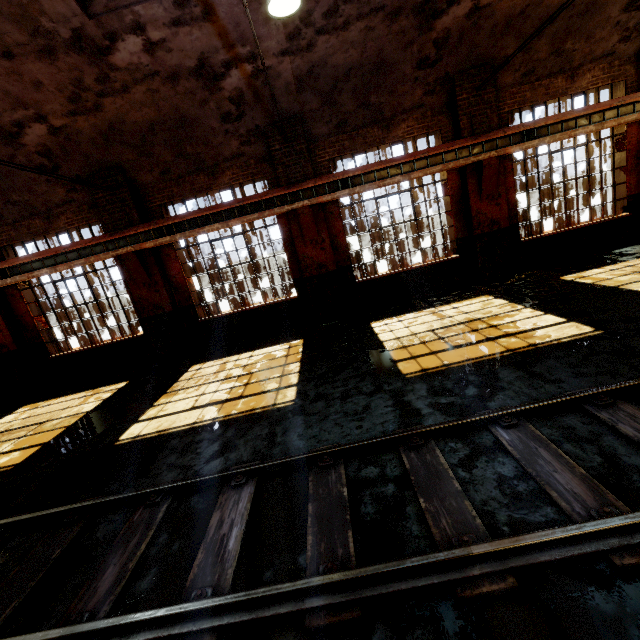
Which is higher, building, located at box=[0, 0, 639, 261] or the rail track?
building, located at box=[0, 0, 639, 261]

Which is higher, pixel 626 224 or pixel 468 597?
pixel 626 224

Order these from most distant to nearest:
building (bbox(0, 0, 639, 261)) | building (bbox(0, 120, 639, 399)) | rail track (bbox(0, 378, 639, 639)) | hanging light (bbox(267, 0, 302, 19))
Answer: building (bbox(0, 120, 639, 399))
building (bbox(0, 0, 639, 261))
hanging light (bbox(267, 0, 302, 19))
rail track (bbox(0, 378, 639, 639))

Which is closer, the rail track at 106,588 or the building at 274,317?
the rail track at 106,588

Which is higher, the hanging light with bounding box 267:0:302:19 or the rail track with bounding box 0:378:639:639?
the hanging light with bounding box 267:0:302:19

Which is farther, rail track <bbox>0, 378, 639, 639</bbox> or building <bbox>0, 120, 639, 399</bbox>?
building <bbox>0, 120, 639, 399</bbox>

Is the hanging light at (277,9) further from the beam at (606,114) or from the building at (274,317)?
the beam at (606,114)

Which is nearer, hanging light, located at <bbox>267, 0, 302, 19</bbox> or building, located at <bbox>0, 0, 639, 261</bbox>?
hanging light, located at <bbox>267, 0, 302, 19</bbox>
